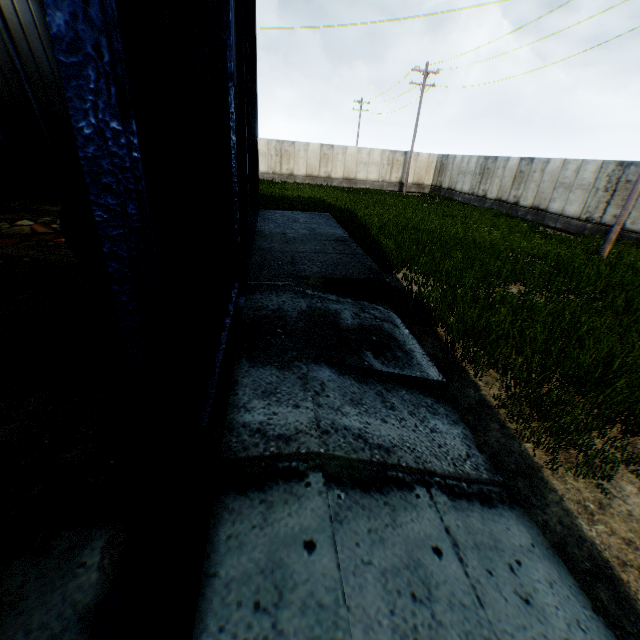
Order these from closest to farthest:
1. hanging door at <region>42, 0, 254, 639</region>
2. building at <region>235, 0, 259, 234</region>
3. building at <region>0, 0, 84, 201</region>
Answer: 1. hanging door at <region>42, 0, 254, 639</region>
2. building at <region>235, 0, 259, 234</region>
3. building at <region>0, 0, 84, 201</region>

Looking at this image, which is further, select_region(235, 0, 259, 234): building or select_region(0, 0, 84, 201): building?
select_region(0, 0, 84, 201): building

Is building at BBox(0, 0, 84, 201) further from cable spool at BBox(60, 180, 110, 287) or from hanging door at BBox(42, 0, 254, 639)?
cable spool at BBox(60, 180, 110, 287)

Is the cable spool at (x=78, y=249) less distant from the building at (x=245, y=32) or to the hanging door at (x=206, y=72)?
the hanging door at (x=206, y=72)

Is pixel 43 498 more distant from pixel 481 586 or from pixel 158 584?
pixel 481 586

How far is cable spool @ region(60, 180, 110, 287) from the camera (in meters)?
4.95
